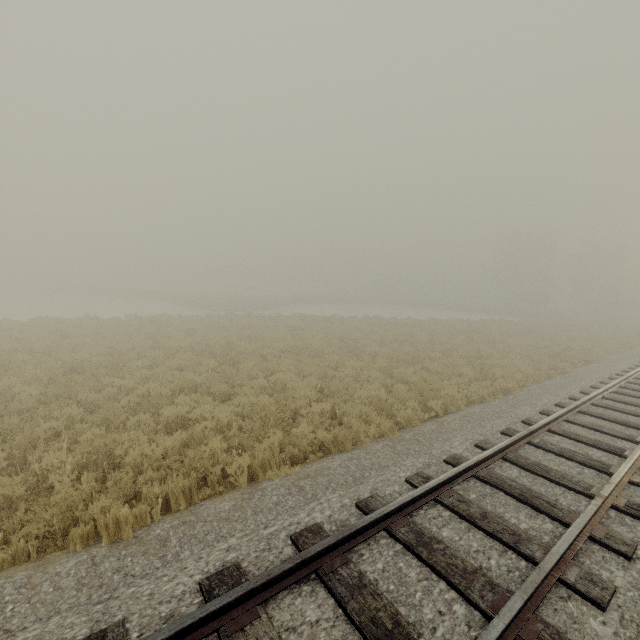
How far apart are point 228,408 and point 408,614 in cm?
625
